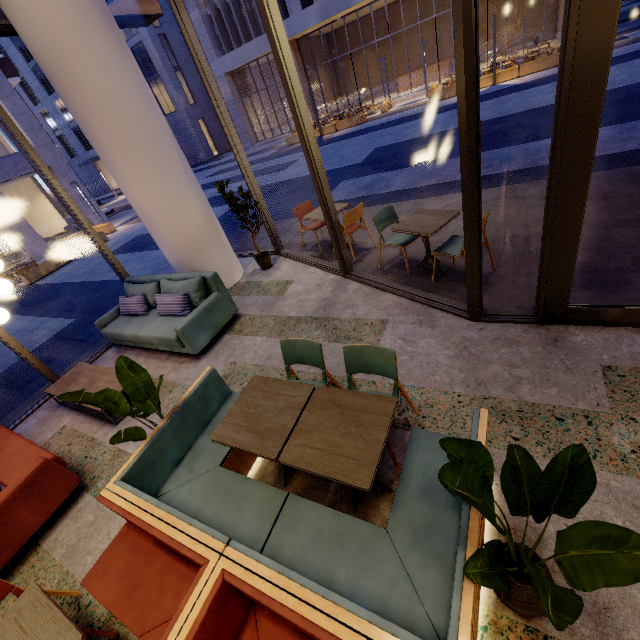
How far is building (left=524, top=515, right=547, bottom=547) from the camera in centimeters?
199cm

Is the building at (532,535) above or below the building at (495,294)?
below

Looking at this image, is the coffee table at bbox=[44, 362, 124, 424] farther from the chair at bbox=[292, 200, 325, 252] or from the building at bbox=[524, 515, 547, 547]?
the chair at bbox=[292, 200, 325, 252]

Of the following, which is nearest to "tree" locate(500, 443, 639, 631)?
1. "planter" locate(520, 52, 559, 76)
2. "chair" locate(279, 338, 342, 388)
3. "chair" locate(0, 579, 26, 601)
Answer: "chair" locate(279, 338, 342, 388)

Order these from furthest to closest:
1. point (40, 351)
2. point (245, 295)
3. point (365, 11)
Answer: point (365, 11)
point (40, 351)
point (245, 295)

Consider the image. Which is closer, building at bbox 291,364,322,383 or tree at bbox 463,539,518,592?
tree at bbox 463,539,518,592

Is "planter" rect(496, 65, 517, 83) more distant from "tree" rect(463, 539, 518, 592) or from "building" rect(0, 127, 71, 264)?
"building" rect(0, 127, 71, 264)

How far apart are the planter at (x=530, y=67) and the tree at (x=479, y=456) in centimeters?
2208cm
